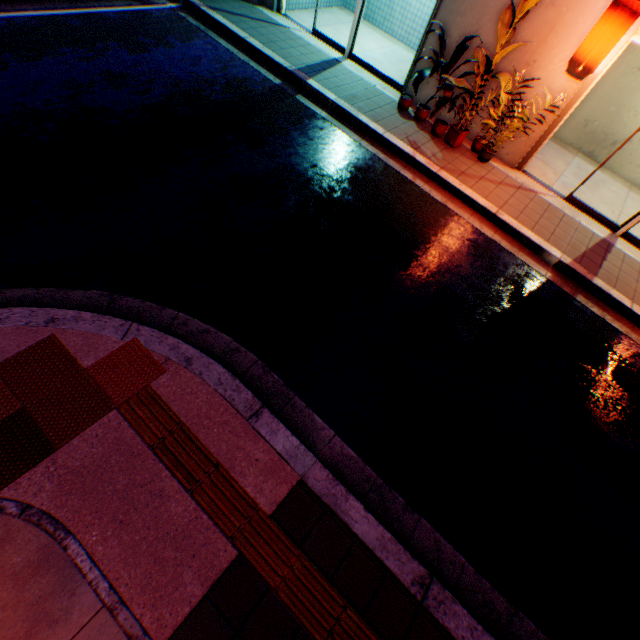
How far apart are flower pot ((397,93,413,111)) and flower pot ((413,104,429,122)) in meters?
0.2 m

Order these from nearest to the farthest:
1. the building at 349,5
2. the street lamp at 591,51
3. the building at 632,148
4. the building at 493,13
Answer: the street lamp at 591,51
the building at 493,13
the building at 632,148
the building at 349,5

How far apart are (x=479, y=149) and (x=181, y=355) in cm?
734

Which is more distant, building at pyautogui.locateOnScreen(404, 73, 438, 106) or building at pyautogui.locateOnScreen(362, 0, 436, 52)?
building at pyautogui.locateOnScreen(362, 0, 436, 52)

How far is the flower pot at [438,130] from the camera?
6.85m

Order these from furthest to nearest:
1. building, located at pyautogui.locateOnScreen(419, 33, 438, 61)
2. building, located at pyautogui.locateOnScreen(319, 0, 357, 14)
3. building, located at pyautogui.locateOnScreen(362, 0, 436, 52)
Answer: building, located at pyautogui.locateOnScreen(319, 0, 357, 14) → building, located at pyautogui.locateOnScreen(362, 0, 436, 52) → building, located at pyautogui.locateOnScreen(419, 33, 438, 61)

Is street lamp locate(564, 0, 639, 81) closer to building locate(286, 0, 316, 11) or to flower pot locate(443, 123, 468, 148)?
building locate(286, 0, 316, 11)

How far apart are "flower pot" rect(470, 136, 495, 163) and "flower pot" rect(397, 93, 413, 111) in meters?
1.6
